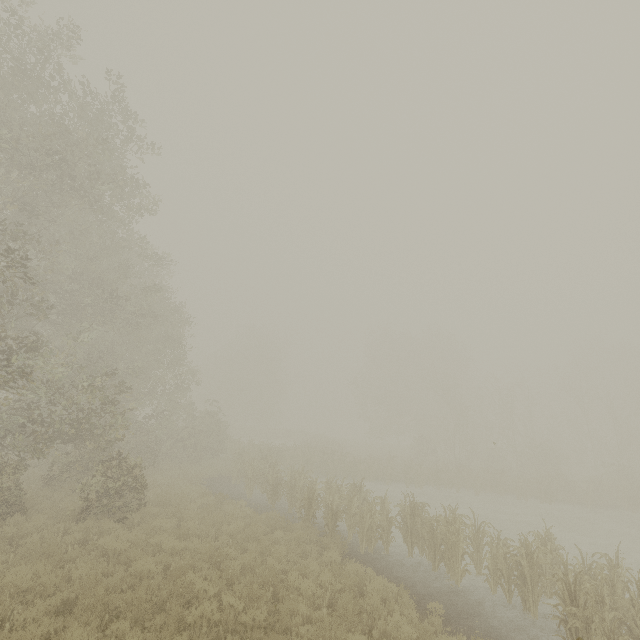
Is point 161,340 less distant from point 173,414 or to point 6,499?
point 173,414
